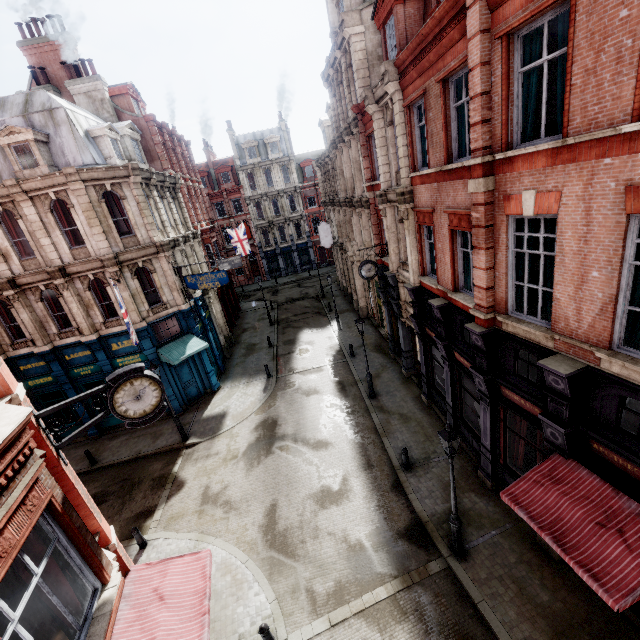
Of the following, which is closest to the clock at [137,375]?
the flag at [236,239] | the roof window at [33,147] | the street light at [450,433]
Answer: the street light at [450,433]

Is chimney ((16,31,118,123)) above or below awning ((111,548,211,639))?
above

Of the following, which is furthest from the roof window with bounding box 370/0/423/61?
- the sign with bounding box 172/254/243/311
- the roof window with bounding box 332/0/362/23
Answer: the sign with bounding box 172/254/243/311

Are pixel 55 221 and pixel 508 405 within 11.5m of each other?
no

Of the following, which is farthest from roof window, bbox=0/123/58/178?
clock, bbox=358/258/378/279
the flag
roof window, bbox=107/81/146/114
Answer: the flag

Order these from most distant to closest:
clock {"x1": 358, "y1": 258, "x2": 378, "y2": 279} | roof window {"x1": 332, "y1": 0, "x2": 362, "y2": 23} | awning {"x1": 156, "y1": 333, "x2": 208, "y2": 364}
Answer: awning {"x1": 156, "y1": 333, "x2": 208, "y2": 364}, roof window {"x1": 332, "y1": 0, "x2": 362, "y2": 23}, clock {"x1": 358, "y1": 258, "x2": 378, "y2": 279}

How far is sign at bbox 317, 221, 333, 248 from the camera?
29.9 meters

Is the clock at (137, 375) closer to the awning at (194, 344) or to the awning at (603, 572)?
the awning at (603, 572)
